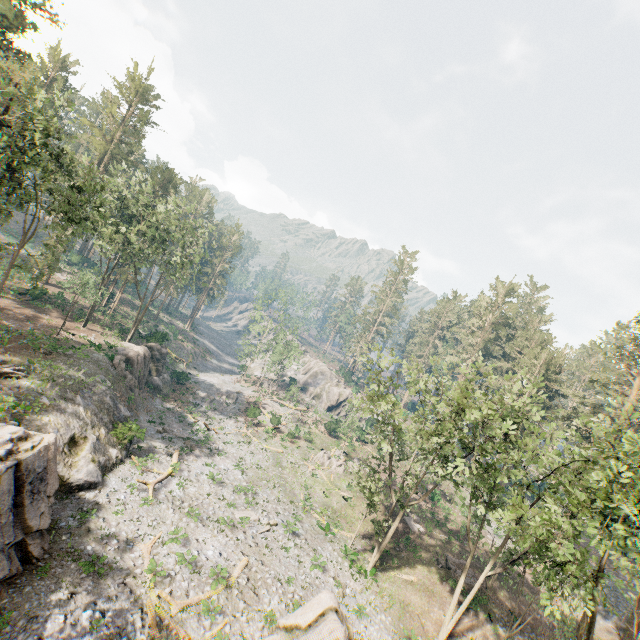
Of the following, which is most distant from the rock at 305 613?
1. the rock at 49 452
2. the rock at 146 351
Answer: the rock at 146 351

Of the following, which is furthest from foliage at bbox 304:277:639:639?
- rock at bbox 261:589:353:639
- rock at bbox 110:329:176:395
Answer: rock at bbox 110:329:176:395

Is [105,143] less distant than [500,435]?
No

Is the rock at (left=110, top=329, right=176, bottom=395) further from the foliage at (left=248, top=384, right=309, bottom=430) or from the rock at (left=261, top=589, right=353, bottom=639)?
the foliage at (left=248, top=384, right=309, bottom=430)

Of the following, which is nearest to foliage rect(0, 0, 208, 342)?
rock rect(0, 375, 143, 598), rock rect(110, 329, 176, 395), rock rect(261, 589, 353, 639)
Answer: rock rect(261, 589, 353, 639)

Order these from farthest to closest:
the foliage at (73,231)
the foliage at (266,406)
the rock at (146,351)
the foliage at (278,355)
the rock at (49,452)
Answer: the foliage at (278,355) < the foliage at (266,406) < the rock at (146,351) < the foliage at (73,231) < the rock at (49,452)

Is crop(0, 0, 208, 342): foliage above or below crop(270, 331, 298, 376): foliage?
above
